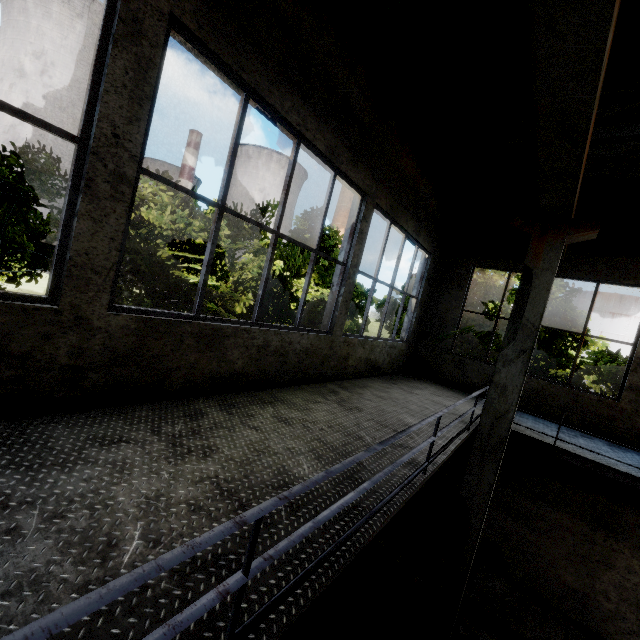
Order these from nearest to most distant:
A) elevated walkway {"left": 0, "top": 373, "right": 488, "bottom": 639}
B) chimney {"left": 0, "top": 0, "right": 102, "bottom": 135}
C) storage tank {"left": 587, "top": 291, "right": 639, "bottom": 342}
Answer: elevated walkway {"left": 0, "top": 373, "right": 488, "bottom": 639}
storage tank {"left": 587, "top": 291, "right": 639, "bottom": 342}
chimney {"left": 0, "top": 0, "right": 102, "bottom": 135}

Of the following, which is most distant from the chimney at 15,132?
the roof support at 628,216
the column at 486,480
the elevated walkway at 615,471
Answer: the column at 486,480

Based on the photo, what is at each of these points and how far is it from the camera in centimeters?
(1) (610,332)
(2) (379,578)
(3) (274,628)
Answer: (1) storage tank, 4550cm
(2) concrete debris, 670cm
(3) elevated walkway, 144cm

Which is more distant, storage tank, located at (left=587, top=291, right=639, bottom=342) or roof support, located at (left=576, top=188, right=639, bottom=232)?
storage tank, located at (left=587, top=291, right=639, bottom=342)

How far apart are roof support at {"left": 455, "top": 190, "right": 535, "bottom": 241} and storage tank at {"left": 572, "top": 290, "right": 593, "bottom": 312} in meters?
51.3 m

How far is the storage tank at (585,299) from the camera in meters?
47.8 m

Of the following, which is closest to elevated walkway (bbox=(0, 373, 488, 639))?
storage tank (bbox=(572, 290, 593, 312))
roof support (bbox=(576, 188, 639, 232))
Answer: roof support (bbox=(576, 188, 639, 232))

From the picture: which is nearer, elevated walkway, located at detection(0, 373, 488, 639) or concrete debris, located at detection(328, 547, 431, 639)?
elevated walkway, located at detection(0, 373, 488, 639)
